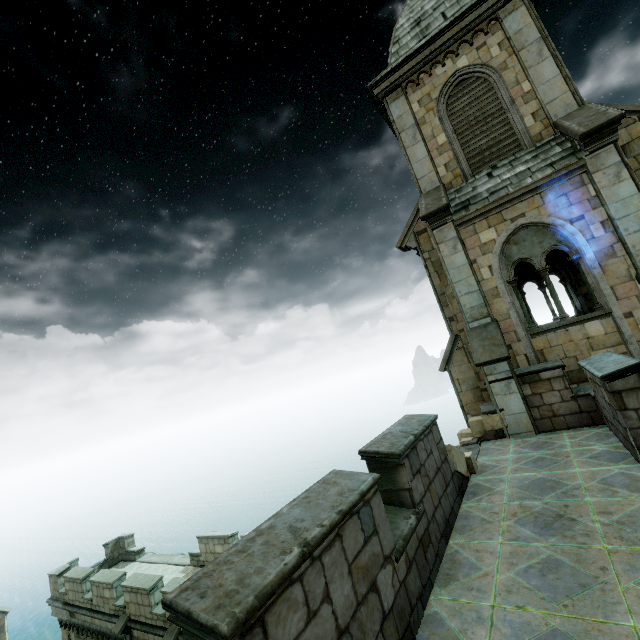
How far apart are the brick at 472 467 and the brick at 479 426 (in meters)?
2.07

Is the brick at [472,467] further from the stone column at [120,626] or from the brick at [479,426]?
the stone column at [120,626]

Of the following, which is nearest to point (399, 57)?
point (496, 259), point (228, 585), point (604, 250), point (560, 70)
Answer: point (560, 70)

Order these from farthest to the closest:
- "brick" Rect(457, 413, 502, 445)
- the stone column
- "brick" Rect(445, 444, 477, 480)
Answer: the stone column
"brick" Rect(457, 413, 502, 445)
"brick" Rect(445, 444, 477, 480)

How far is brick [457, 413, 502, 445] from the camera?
9.1 meters

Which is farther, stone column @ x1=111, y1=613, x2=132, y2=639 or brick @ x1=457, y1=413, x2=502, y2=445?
stone column @ x1=111, y1=613, x2=132, y2=639

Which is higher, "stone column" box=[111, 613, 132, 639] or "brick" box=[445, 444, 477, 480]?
"brick" box=[445, 444, 477, 480]

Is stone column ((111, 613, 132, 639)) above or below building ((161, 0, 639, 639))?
below
